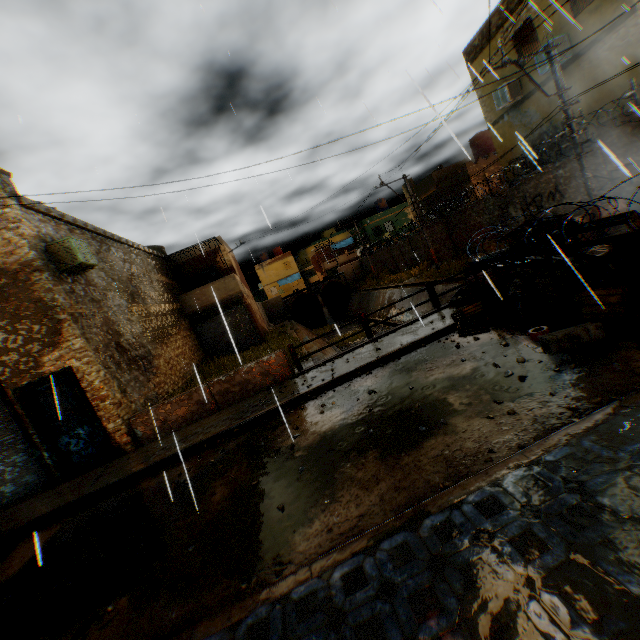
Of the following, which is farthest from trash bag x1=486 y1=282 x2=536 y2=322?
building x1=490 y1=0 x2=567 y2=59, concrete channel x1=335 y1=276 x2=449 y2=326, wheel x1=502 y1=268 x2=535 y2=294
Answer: building x1=490 y1=0 x2=567 y2=59

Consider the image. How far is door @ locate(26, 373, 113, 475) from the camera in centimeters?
871cm

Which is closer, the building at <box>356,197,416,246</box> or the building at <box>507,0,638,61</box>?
the building at <box>507,0,638,61</box>

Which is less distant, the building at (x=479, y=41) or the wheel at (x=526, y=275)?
the wheel at (x=526, y=275)

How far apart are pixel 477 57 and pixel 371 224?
27.3 meters

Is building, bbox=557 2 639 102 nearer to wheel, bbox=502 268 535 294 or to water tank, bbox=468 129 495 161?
water tank, bbox=468 129 495 161

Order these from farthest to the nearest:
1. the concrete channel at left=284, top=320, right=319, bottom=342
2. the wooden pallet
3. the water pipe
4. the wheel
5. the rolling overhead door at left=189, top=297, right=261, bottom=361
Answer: the water pipe, the concrete channel at left=284, top=320, right=319, bottom=342, the rolling overhead door at left=189, top=297, right=261, bottom=361, the wheel, the wooden pallet

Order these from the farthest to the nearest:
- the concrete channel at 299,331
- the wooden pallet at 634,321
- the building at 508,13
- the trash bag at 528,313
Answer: the concrete channel at 299,331
the building at 508,13
the trash bag at 528,313
the wooden pallet at 634,321
